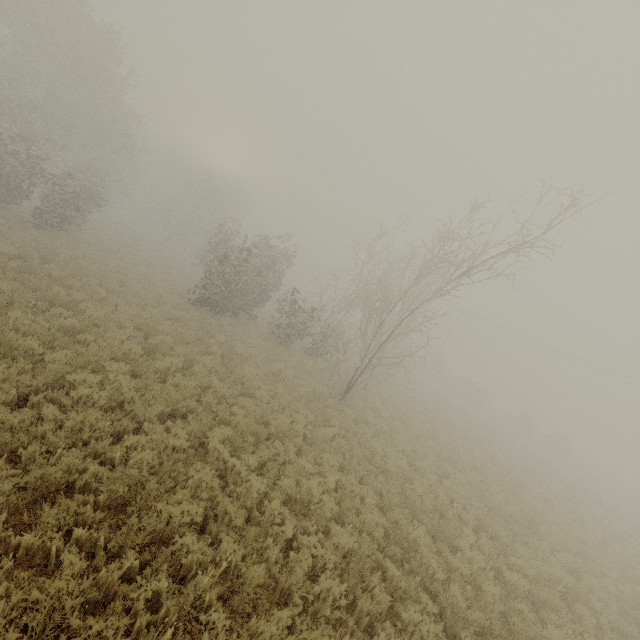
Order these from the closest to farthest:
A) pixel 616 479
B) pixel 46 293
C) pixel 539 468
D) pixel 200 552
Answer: pixel 200 552, pixel 46 293, pixel 539 468, pixel 616 479

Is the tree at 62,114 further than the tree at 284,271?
Yes

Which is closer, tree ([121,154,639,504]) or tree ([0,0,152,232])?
tree ([121,154,639,504])
